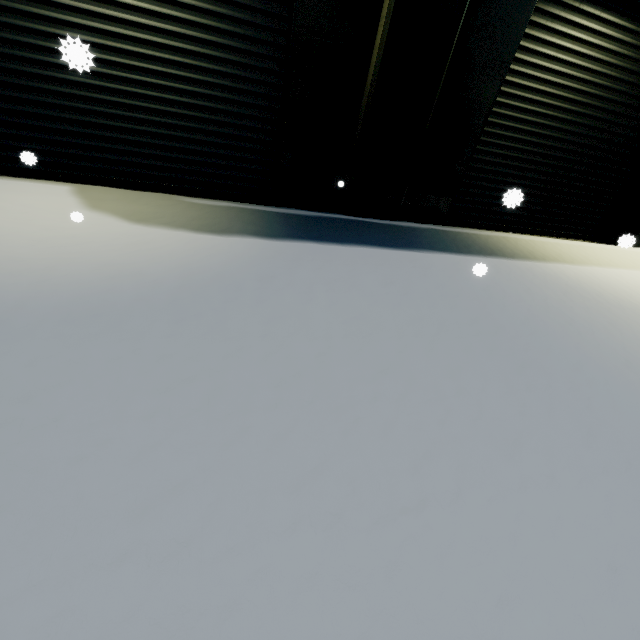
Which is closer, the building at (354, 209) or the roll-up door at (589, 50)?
the building at (354, 209)

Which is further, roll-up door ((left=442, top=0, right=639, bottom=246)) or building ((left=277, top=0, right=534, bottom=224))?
roll-up door ((left=442, top=0, right=639, bottom=246))

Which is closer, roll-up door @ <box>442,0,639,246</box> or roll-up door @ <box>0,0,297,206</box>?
roll-up door @ <box>0,0,297,206</box>

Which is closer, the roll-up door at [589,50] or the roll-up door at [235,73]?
the roll-up door at [235,73]

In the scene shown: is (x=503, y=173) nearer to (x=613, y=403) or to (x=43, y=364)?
(x=613, y=403)
